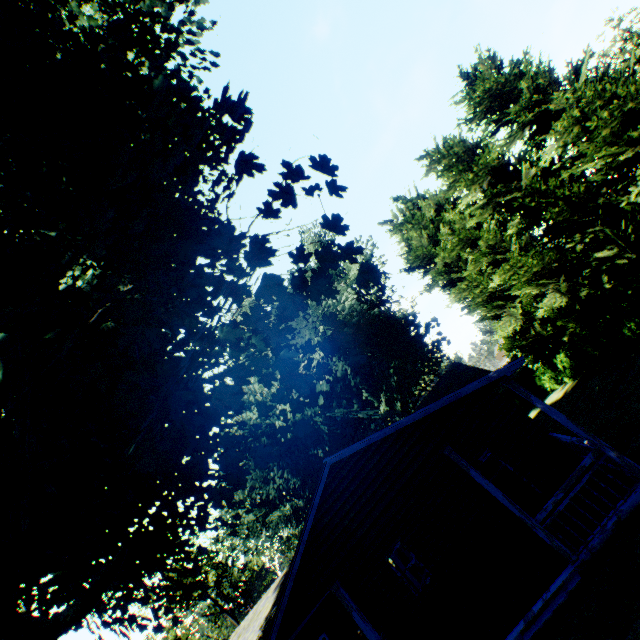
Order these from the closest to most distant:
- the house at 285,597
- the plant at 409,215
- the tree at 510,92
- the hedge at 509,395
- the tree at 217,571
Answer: the house at 285,597
the tree at 510,92
the hedge at 509,395
the plant at 409,215
the tree at 217,571

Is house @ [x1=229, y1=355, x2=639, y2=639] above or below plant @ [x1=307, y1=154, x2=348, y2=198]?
below

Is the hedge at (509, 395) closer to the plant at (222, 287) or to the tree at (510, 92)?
the plant at (222, 287)

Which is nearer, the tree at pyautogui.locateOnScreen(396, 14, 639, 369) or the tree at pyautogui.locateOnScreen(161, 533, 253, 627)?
the tree at pyautogui.locateOnScreen(396, 14, 639, 369)

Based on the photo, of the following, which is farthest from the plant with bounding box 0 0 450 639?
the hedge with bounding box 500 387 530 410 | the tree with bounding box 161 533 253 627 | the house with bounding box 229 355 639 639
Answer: the tree with bounding box 161 533 253 627

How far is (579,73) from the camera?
11.50m

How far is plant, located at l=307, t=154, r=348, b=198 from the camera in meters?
5.3 m
